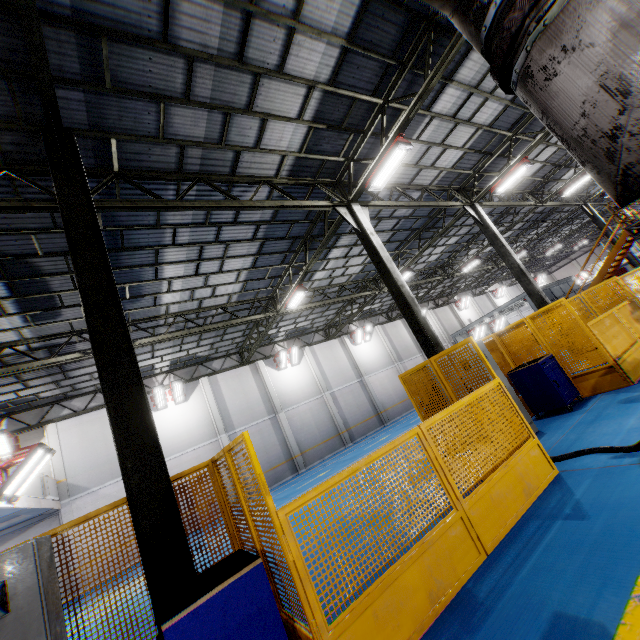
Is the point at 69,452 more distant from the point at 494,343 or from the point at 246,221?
the point at 494,343

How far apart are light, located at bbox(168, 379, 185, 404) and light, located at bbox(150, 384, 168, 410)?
0.08m

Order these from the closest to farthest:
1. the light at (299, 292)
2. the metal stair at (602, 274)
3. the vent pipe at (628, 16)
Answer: the vent pipe at (628, 16) → the light at (299, 292) → the metal stair at (602, 274)

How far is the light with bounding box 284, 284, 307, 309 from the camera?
14.54m

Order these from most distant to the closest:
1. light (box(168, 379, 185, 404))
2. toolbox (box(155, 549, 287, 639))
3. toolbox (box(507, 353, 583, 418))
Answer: light (box(168, 379, 185, 404))
toolbox (box(507, 353, 583, 418))
toolbox (box(155, 549, 287, 639))

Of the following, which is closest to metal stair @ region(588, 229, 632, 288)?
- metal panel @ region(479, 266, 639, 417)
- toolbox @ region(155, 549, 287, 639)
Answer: metal panel @ region(479, 266, 639, 417)

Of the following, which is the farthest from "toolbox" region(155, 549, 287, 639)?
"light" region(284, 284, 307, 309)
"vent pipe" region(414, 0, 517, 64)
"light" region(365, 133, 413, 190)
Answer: "light" region(284, 284, 307, 309)

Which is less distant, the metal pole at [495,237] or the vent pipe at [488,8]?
the vent pipe at [488,8]
